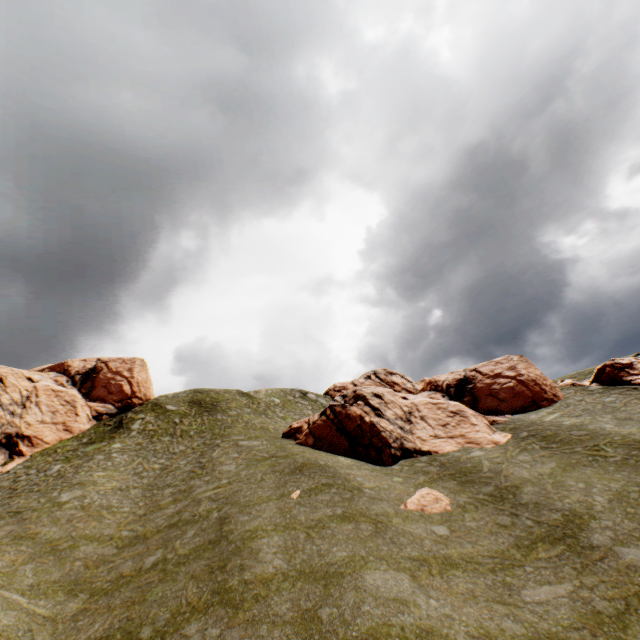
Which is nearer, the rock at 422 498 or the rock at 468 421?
the rock at 422 498

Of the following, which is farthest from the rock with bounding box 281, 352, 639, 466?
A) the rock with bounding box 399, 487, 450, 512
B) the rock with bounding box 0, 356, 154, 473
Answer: the rock with bounding box 0, 356, 154, 473

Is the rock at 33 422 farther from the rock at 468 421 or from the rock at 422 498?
the rock at 422 498

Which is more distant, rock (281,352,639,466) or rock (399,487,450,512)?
rock (281,352,639,466)

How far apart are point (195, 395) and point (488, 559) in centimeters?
3843cm

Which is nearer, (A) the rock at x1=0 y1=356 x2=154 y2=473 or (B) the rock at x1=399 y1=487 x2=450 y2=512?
(B) the rock at x1=399 y1=487 x2=450 y2=512

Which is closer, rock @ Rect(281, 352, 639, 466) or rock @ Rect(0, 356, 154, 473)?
rock @ Rect(281, 352, 639, 466)
